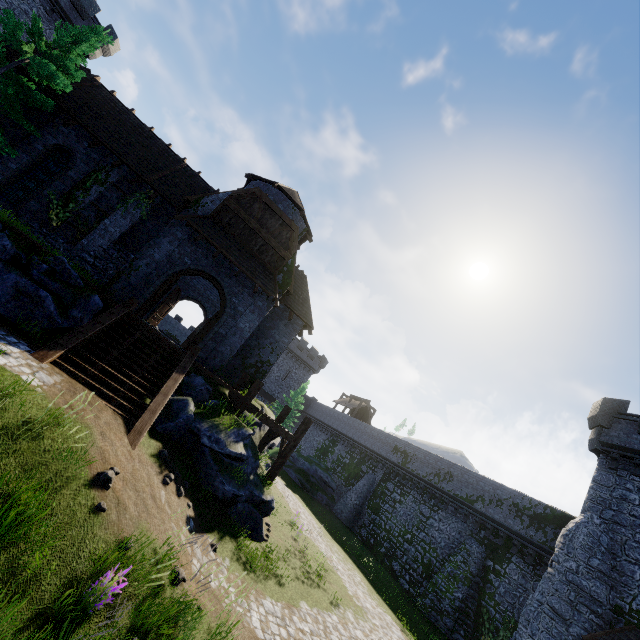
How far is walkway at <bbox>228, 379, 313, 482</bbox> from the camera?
13.9m

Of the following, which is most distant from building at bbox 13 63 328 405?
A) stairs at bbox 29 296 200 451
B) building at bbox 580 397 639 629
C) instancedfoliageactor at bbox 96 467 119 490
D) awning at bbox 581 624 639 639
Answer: awning at bbox 581 624 639 639

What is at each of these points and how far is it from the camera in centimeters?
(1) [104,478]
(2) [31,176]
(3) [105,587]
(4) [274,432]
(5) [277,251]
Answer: (1) instancedfoliageactor, 639cm
(2) window glass, 1600cm
(3) instancedfoliageactor, 505cm
(4) walkway, 1723cm
(5) building, 1745cm

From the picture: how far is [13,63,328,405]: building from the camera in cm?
1574

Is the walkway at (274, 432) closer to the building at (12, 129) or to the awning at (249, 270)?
the building at (12, 129)

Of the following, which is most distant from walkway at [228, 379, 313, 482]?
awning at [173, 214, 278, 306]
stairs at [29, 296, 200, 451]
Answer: awning at [173, 214, 278, 306]

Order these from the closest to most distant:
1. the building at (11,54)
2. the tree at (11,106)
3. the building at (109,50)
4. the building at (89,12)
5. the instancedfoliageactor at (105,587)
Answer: the instancedfoliageactor at (105,587) < the tree at (11,106) < the building at (11,54) < the building at (89,12) < the building at (109,50)

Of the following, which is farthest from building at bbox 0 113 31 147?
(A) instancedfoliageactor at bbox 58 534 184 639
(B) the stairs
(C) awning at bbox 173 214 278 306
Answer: (A) instancedfoliageactor at bbox 58 534 184 639
